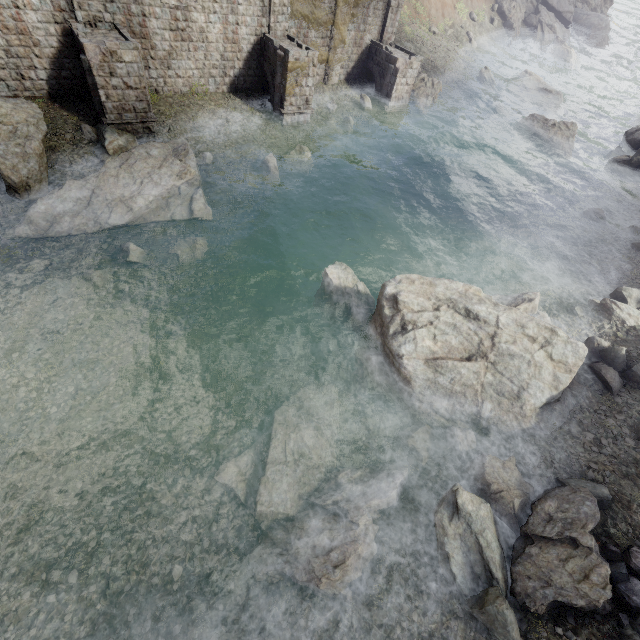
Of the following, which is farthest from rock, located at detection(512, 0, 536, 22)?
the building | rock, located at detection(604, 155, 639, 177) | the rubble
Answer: the rubble

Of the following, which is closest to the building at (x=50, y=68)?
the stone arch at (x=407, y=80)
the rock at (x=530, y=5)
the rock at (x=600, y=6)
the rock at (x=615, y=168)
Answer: the stone arch at (x=407, y=80)

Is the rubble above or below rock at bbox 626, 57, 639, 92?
below

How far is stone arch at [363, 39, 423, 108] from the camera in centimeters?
2283cm

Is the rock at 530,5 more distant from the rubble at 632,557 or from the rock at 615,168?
the rubble at 632,557

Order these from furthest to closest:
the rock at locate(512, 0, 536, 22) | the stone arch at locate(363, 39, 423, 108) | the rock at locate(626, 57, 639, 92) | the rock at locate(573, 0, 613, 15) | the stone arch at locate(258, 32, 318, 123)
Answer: the rock at locate(573, 0, 613, 15)
the rock at locate(512, 0, 536, 22)
the rock at locate(626, 57, 639, 92)
the stone arch at locate(363, 39, 423, 108)
the stone arch at locate(258, 32, 318, 123)

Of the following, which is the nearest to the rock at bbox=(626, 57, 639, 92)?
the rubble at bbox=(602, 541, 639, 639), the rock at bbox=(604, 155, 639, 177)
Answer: the rock at bbox=(604, 155, 639, 177)

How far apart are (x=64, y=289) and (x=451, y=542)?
15.0 meters
